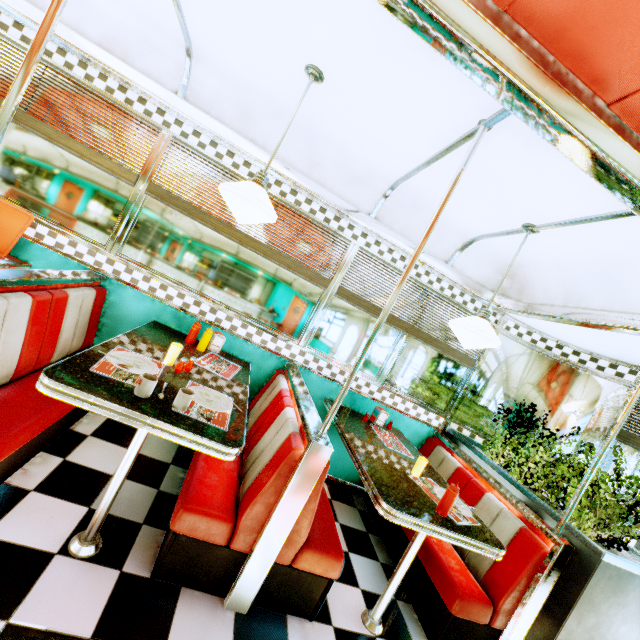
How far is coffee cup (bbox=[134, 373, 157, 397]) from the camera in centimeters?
166cm

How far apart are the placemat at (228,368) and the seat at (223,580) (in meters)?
0.34

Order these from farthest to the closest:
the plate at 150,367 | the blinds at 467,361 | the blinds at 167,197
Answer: the blinds at 467,361 → the blinds at 167,197 → the plate at 150,367

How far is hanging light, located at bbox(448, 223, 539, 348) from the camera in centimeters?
243cm

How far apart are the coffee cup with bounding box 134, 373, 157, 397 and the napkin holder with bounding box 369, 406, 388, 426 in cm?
240

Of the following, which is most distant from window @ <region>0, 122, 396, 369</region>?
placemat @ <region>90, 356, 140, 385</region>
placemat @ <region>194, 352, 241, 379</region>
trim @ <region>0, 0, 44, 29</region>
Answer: placemat @ <region>90, 356, 140, 385</region>

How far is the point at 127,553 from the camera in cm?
183

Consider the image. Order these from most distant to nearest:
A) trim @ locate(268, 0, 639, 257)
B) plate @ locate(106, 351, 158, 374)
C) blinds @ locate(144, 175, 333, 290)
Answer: blinds @ locate(144, 175, 333, 290), plate @ locate(106, 351, 158, 374), trim @ locate(268, 0, 639, 257)
